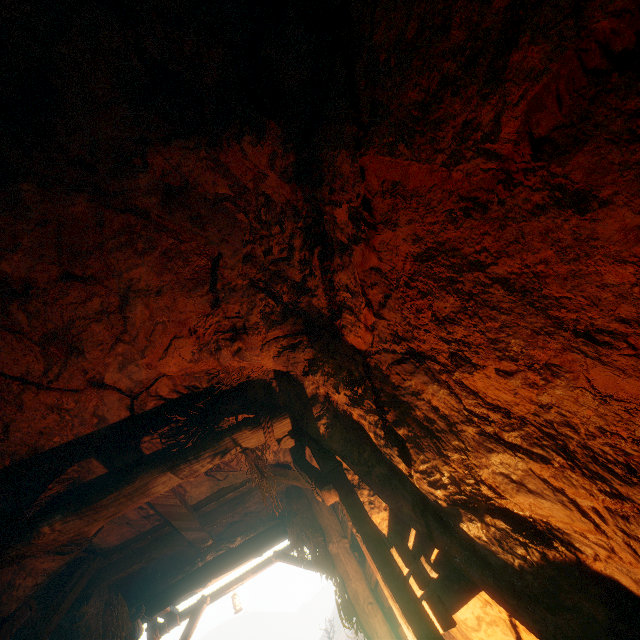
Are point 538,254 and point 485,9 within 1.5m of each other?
yes
